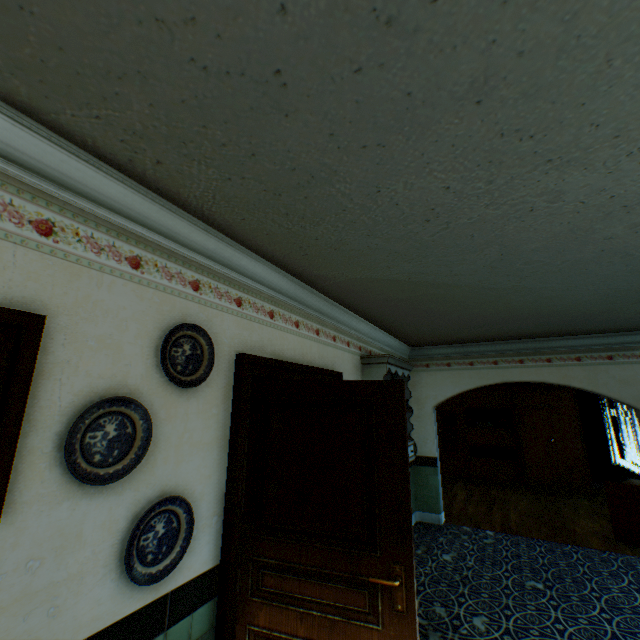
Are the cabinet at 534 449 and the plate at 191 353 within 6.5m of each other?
no

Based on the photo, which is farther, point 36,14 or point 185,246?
point 185,246

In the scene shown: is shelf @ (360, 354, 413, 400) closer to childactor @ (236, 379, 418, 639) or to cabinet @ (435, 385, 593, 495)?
childactor @ (236, 379, 418, 639)

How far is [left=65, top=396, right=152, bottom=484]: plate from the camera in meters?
1.4

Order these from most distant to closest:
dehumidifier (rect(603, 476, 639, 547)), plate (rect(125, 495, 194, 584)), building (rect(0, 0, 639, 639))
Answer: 1. dehumidifier (rect(603, 476, 639, 547))
2. plate (rect(125, 495, 194, 584))
3. building (rect(0, 0, 639, 639))

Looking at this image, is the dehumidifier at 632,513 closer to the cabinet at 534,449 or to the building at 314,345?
the building at 314,345

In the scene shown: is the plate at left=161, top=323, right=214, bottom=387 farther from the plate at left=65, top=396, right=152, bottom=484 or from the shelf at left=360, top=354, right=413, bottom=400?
the shelf at left=360, top=354, right=413, bottom=400

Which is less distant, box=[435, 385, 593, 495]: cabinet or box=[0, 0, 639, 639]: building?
box=[0, 0, 639, 639]: building
